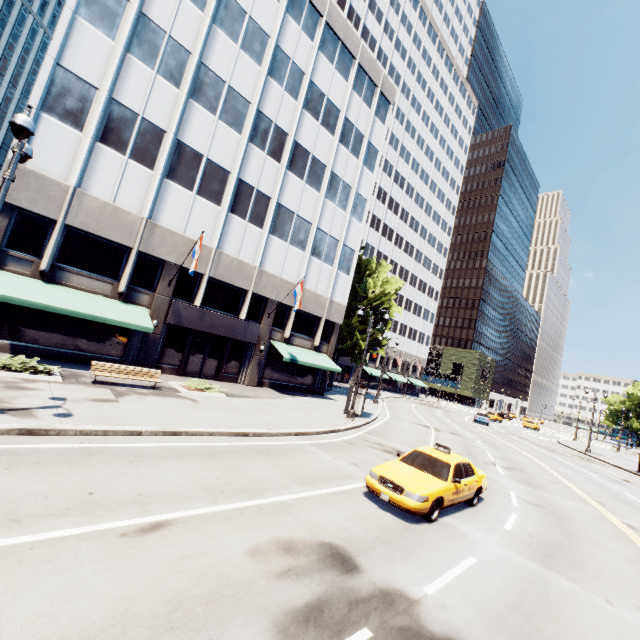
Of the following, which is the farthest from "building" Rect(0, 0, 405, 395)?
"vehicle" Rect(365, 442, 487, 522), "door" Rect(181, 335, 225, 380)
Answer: "vehicle" Rect(365, 442, 487, 522)

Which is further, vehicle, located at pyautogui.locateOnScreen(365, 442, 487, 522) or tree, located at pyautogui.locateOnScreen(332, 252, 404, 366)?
tree, located at pyautogui.locateOnScreen(332, 252, 404, 366)

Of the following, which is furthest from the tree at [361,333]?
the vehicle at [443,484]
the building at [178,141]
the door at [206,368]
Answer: the vehicle at [443,484]

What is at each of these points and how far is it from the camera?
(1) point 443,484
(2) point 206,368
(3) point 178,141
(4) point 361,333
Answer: (1) vehicle, 8.97m
(2) door, 23.05m
(3) building, 20.02m
(4) tree, 40.31m

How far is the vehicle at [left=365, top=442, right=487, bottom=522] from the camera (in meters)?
8.32

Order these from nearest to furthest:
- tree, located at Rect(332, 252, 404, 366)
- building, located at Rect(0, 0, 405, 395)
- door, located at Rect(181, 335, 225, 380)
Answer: building, located at Rect(0, 0, 405, 395), door, located at Rect(181, 335, 225, 380), tree, located at Rect(332, 252, 404, 366)

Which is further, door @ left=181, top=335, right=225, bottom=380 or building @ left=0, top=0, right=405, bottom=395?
door @ left=181, top=335, right=225, bottom=380

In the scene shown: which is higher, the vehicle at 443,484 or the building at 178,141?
the building at 178,141
